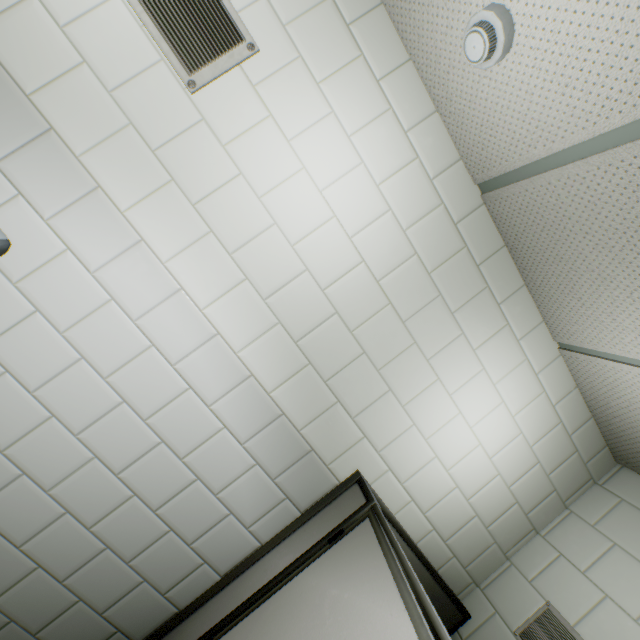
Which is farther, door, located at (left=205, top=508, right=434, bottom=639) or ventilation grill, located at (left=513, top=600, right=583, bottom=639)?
ventilation grill, located at (left=513, top=600, right=583, bottom=639)

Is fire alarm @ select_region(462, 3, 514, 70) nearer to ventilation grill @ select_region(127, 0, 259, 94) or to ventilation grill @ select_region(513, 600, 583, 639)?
ventilation grill @ select_region(127, 0, 259, 94)

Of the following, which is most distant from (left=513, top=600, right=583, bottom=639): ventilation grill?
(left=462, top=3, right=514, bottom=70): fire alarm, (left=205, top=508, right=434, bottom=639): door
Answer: (left=462, top=3, right=514, bottom=70): fire alarm

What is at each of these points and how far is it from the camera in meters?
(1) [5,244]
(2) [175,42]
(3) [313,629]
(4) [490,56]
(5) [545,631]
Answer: (1) hand dryer, 1.2
(2) ventilation grill, 1.3
(3) door, 1.1
(4) fire alarm, 1.1
(5) ventilation grill, 1.6

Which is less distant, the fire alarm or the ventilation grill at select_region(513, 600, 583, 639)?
the fire alarm

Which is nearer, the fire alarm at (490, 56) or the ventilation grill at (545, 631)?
the fire alarm at (490, 56)

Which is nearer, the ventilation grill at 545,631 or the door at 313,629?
the door at 313,629

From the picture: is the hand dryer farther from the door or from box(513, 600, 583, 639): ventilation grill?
box(513, 600, 583, 639): ventilation grill
